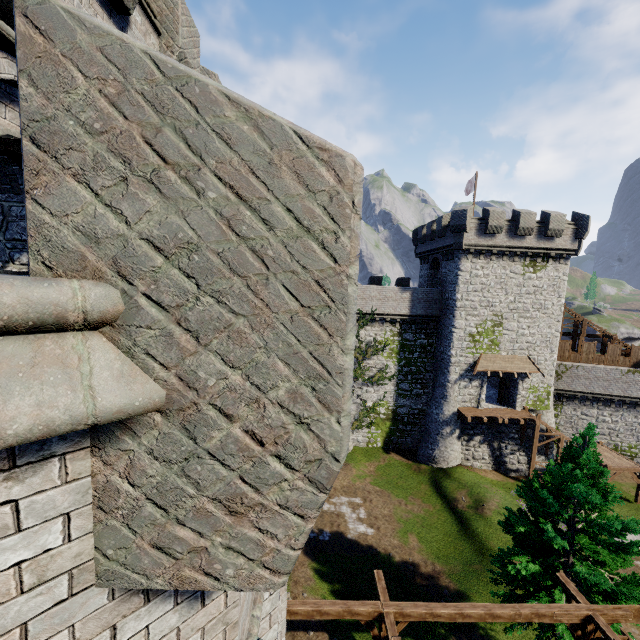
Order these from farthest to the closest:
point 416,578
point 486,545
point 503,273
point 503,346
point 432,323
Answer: point 432,323 < point 503,346 < point 503,273 < point 486,545 < point 416,578

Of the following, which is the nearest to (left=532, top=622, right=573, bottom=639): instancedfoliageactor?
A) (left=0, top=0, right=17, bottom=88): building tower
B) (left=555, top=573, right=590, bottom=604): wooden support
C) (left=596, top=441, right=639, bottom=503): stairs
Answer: (left=555, top=573, right=590, bottom=604): wooden support

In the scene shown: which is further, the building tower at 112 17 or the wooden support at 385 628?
the wooden support at 385 628

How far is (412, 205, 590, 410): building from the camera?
26.64m

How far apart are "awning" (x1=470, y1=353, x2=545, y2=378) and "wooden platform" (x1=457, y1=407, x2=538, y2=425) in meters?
3.1 m

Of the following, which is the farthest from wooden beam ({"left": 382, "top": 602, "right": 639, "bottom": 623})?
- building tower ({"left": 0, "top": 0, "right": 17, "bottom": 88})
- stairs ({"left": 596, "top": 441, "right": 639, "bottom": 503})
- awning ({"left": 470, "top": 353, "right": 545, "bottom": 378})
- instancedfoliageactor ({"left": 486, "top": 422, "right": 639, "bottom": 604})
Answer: stairs ({"left": 596, "top": 441, "right": 639, "bottom": 503})

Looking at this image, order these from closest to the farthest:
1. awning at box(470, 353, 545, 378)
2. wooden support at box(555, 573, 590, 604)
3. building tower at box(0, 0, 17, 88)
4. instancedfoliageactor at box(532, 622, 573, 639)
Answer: building tower at box(0, 0, 17, 88)
wooden support at box(555, 573, 590, 604)
instancedfoliageactor at box(532, 622, 573, 639)
awning at box(470, 353, 545, 378)

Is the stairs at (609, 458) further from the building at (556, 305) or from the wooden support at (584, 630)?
the wooden support at (584, 630)
